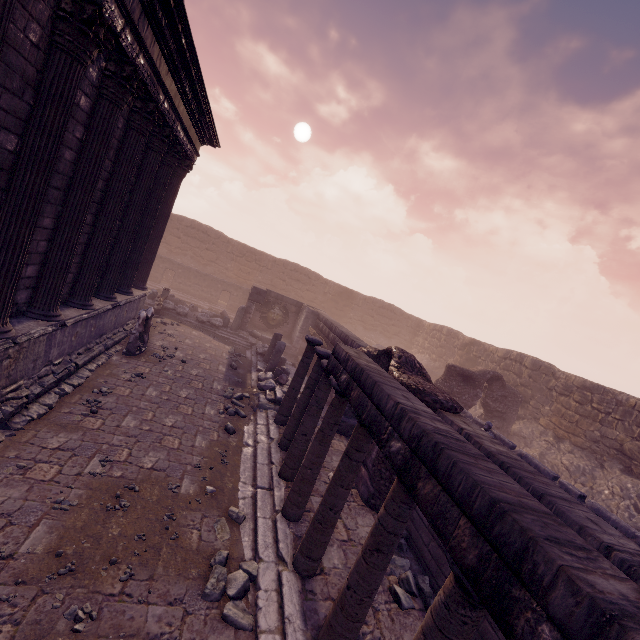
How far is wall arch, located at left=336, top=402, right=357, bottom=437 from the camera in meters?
9.8

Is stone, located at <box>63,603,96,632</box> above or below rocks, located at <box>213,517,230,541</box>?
above

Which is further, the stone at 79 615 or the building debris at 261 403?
the building debris at 261 403

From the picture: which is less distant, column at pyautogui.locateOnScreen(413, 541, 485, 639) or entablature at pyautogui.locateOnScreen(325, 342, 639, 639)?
entablature at pyautogui.locateOnScreen(325, 342, 639, 639)

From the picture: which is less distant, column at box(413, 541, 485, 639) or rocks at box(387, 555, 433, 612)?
column at box(413, 541, 485, 639)

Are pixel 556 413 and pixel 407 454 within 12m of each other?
no

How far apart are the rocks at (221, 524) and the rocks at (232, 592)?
0.2 meters

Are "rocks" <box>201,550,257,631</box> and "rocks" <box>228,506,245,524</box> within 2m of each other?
yes
